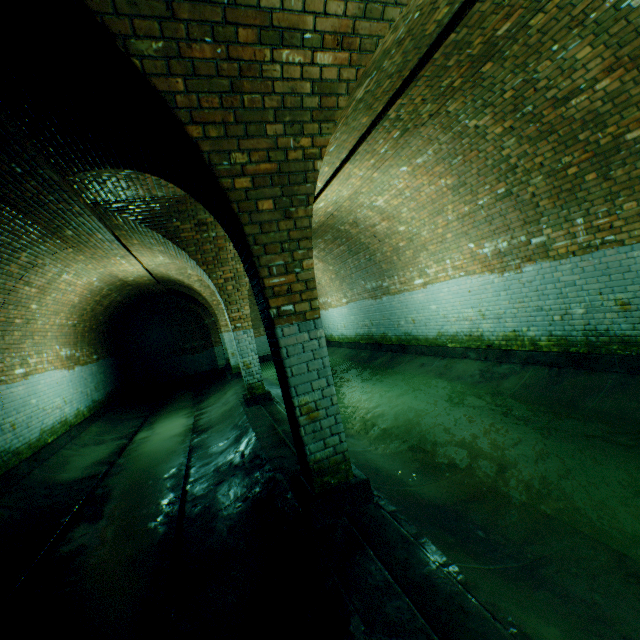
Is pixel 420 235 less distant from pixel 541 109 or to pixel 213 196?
pixel 541 109
